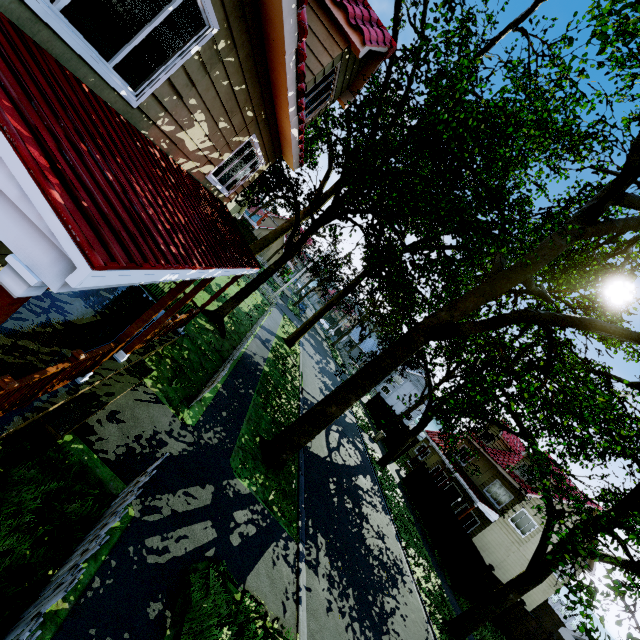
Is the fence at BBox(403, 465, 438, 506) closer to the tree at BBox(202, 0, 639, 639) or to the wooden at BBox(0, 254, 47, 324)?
the tree at BBox(202, 0, 639, 639)

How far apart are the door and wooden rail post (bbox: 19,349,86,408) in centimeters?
2901cm

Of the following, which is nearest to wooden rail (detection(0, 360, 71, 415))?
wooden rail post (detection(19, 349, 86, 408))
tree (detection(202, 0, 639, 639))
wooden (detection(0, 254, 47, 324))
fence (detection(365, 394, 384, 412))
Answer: wooden rail post (detection(19, 349, 86, 408))

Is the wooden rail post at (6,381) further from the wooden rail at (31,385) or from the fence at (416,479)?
the fence at (416,479)

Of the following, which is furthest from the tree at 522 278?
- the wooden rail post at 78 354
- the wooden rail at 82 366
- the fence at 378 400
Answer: the wooden rail post at 78 354

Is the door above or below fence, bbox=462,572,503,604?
above

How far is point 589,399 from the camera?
10.1m

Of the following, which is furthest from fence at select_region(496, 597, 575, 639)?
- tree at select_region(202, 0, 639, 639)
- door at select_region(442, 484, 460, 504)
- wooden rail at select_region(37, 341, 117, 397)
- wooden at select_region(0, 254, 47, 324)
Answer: wooden at select_region(0, 254, 47, 324)
